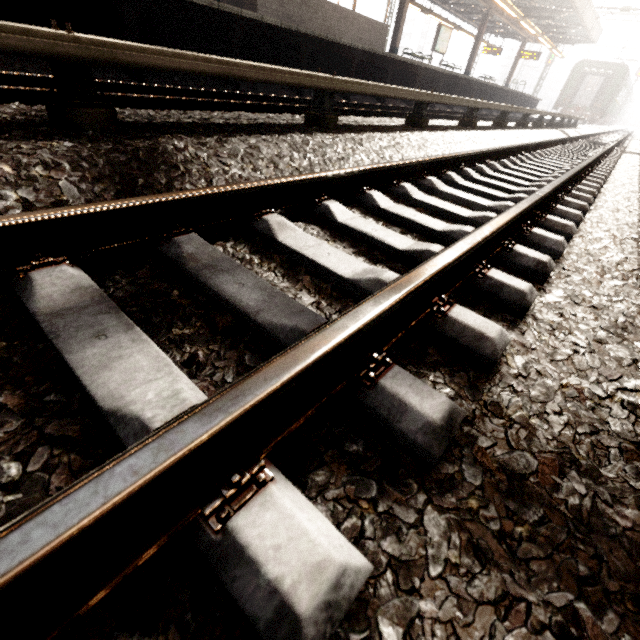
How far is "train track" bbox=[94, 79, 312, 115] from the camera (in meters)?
3.58

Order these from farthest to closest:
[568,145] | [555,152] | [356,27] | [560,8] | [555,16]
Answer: [555,16]
[560,8]
[356,27]
[568,145]
[555,152]

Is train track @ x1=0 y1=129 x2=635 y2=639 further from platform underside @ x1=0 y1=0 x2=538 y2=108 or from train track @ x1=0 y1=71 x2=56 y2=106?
platform underside @ x1=0 y1=0 x2=538 y2=108

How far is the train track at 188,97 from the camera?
3.58m

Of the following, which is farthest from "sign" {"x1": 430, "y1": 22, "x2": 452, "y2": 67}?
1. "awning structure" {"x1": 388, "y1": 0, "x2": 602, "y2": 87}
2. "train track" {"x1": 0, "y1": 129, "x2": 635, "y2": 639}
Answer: "train track" {"x1": 0, "y1": 129, "x2": 635, "y2": 639}

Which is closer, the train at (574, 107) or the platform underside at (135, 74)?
the platform underside at (135, 74)

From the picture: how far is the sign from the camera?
16.81m
